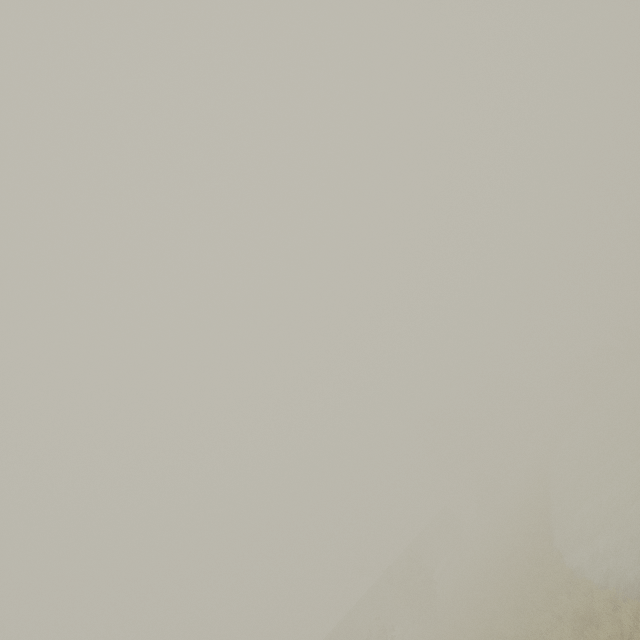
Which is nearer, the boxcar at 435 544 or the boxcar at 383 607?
the boxcar at 383 607

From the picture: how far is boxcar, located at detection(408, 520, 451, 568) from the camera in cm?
4244

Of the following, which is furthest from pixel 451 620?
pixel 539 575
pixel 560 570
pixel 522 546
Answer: pixel 560 570

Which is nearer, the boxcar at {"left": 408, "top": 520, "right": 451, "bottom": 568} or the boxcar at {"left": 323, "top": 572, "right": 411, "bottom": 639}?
the boxcar at {"left": 323, "top": 572, "right": 411, "bottom": 639}

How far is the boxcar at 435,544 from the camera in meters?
42.4 m
